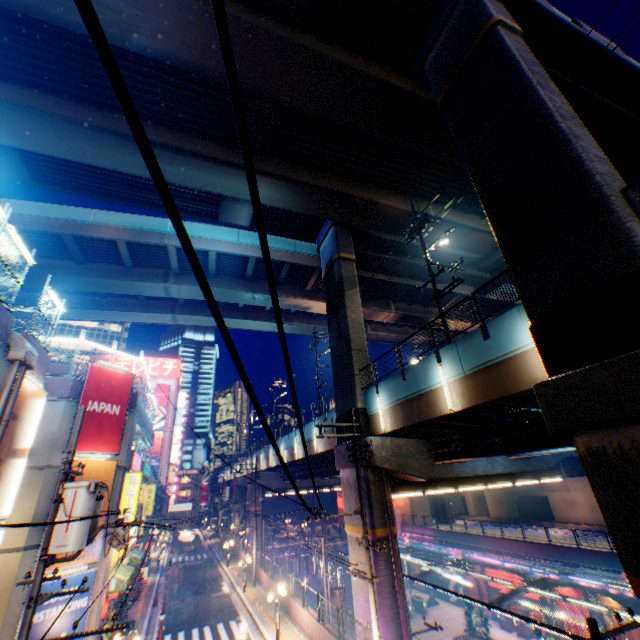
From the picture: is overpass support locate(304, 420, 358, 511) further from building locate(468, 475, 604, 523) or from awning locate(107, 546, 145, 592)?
awning locate(107, 546, 145, 592)

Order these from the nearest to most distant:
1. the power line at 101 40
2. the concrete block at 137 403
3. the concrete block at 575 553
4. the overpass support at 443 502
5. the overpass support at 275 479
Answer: the power line at 101 40, the concrete block at 137 403, the concrete block at 575 553, the overpass support at 275 479, the overpass support at 443 502

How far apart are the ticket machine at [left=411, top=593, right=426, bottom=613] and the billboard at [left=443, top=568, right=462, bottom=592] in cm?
400

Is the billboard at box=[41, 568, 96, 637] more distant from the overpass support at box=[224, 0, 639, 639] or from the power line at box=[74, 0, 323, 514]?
the overpass support at box=[224, 0, 639, 639]

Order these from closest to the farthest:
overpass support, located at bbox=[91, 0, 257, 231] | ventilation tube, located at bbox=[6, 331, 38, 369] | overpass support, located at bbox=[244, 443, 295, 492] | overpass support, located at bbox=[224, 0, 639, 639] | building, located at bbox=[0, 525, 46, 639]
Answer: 1. overpass support, located at bbox=[224, 0, 639, 639]
2. ventilation tube, located at bbox=[6, 331, 38, 369]
3. building, located at bbox=[0, 525, 46, 639]
4. overpass support, located at bbox=[91, 0, 257, 231]
5. overpass support, located at bbox=[244, 443, 295, 492]

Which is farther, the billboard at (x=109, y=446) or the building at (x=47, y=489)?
the billboard at (x=109, y=446)

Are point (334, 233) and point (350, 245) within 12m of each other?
yes

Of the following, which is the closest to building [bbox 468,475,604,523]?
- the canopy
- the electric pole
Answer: the canopy
